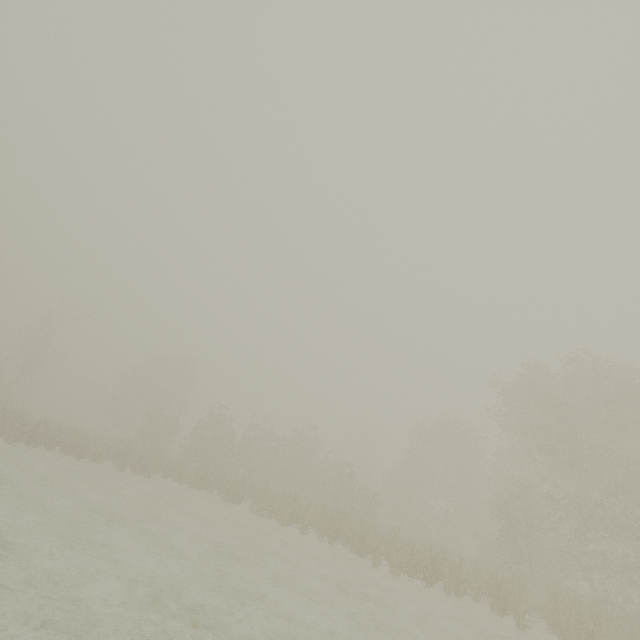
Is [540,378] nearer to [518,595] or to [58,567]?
[518,595]
